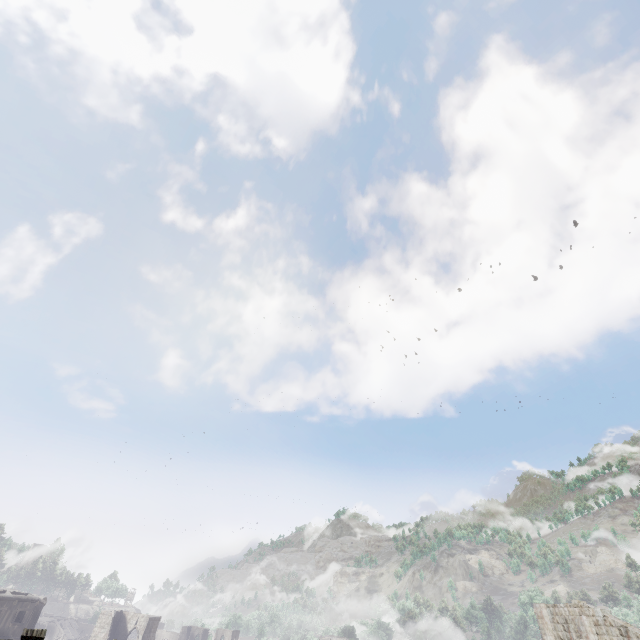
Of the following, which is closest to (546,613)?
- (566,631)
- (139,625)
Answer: Result: (566,631)

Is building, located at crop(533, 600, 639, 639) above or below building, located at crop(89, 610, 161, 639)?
above

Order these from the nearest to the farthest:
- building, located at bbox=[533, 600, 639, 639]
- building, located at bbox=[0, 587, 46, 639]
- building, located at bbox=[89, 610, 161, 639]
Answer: building, located at bbox=[0, 587, 46, 639], building, located at bbox=[533, 600, 639, 639], building, located at bbox=[89, 610, 161, 639]

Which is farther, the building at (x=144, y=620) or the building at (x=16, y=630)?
the building at (x=144, y=620)

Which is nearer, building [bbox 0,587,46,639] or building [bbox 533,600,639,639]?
building [bbox 0,587,46,639]
